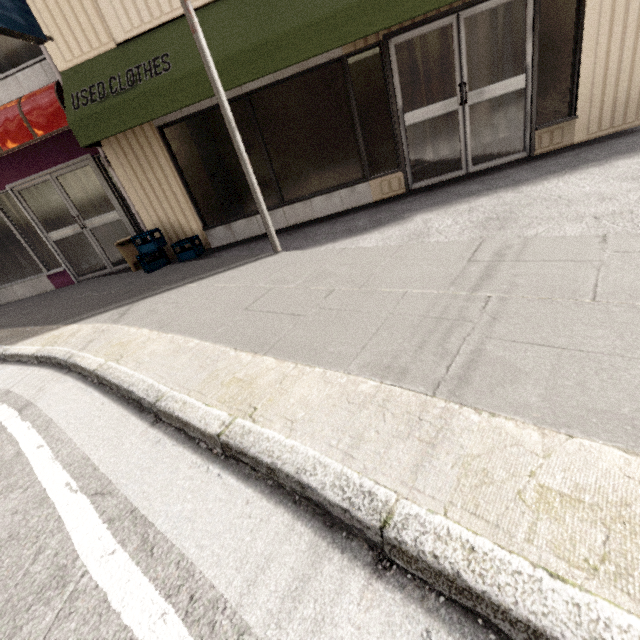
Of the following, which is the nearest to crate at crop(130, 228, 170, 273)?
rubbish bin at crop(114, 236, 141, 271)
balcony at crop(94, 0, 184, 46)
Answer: rubbish bin at crop(114, 236, 141, 271)

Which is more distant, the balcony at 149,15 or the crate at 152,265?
the crate at 152,265

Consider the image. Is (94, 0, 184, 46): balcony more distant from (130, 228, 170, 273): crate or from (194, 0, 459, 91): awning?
(130, 228, 170, 273): crate

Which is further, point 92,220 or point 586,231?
point 92,220

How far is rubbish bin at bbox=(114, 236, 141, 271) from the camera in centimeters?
583cm

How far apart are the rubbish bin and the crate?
0.3m

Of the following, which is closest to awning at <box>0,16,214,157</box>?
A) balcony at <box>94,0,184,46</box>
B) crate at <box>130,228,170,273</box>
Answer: balcony at <box>94,0,184,46</box>

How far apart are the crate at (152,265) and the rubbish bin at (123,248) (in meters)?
0.28
